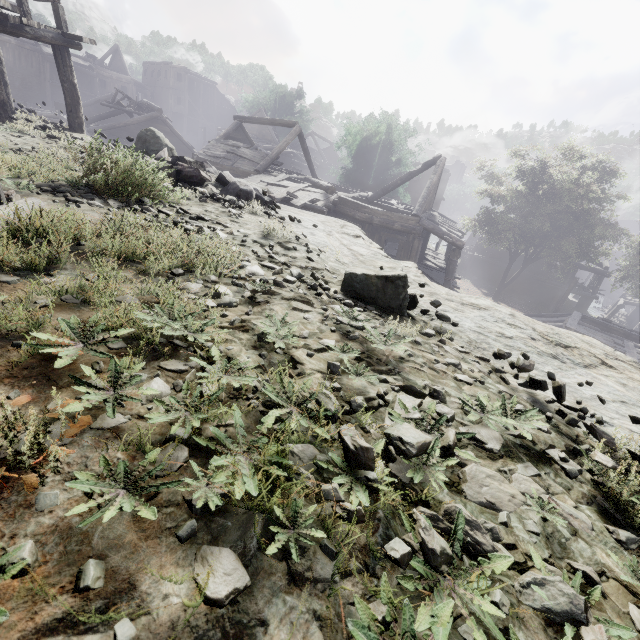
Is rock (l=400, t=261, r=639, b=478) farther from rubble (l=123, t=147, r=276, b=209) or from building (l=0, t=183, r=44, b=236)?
rubble (l=123, t=147, r=276, b=209)

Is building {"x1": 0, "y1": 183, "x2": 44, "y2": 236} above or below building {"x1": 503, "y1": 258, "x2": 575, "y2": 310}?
above

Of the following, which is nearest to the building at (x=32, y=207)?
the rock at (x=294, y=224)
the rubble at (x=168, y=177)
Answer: the rock at (x=294, y=224)

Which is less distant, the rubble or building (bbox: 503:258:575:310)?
the rubble

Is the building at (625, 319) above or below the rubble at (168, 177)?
below

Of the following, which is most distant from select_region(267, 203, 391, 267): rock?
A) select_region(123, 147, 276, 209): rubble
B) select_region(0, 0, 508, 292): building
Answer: select_region(123, 147, 276, 209): rubble

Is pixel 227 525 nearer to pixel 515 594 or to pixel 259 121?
pixel 515 594
